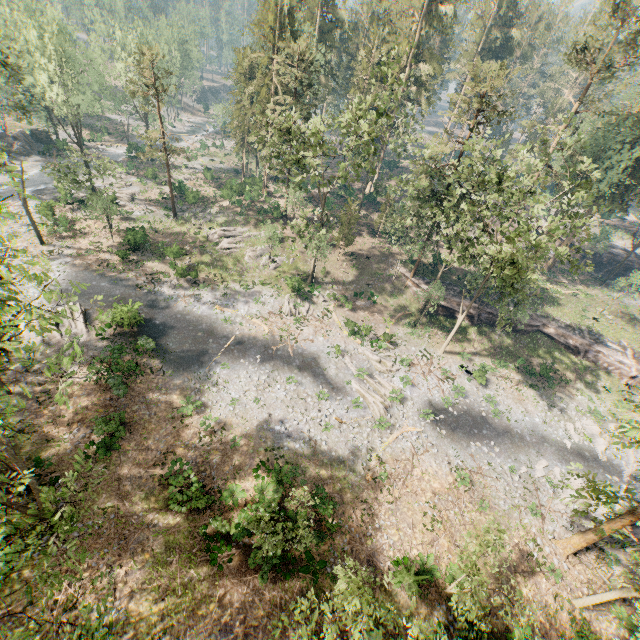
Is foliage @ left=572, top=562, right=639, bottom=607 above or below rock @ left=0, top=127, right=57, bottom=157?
above

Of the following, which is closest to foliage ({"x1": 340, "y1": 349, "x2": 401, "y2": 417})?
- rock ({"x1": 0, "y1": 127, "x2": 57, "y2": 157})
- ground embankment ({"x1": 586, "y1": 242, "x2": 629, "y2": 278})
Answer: rock ({"x1": 0, "y1": 127, "x2": 57, "y2": 157})

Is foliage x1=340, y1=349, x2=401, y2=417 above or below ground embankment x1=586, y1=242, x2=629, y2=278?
below

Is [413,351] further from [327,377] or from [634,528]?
[634,528]

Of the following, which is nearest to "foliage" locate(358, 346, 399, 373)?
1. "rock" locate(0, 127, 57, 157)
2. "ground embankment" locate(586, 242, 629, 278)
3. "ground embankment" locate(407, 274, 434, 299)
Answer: "ground embankment" locate(407, 274, 434, 299)

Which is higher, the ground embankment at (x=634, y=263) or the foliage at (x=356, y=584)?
the foliage at (x=356, y=584)

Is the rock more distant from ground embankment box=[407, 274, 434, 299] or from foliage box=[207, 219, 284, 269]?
ground embankment box=[407, 274, 434, 299]

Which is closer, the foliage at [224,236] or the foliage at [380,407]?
the foliage at [380,407]
